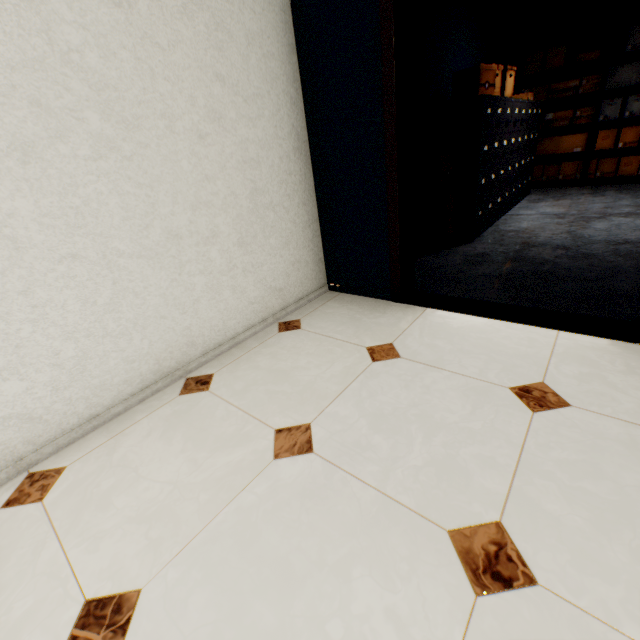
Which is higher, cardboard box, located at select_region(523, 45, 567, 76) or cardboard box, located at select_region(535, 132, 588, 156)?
cardboard box, located at select_region(523, 45, 567, 76)

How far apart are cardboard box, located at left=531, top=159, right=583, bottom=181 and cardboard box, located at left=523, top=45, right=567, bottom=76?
1.4m

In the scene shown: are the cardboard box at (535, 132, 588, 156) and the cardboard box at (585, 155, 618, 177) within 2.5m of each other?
yes

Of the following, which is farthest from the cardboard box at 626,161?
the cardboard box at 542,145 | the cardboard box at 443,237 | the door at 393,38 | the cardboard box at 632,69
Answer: the door at 393,38

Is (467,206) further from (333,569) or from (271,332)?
(333,569)

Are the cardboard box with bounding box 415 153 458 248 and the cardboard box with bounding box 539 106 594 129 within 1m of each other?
no

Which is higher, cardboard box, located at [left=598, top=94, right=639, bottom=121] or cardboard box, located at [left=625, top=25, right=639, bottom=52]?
cardboard box, located at [left=625, top=25, right=639, bottom=52]

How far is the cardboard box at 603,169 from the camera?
5.2 meters
